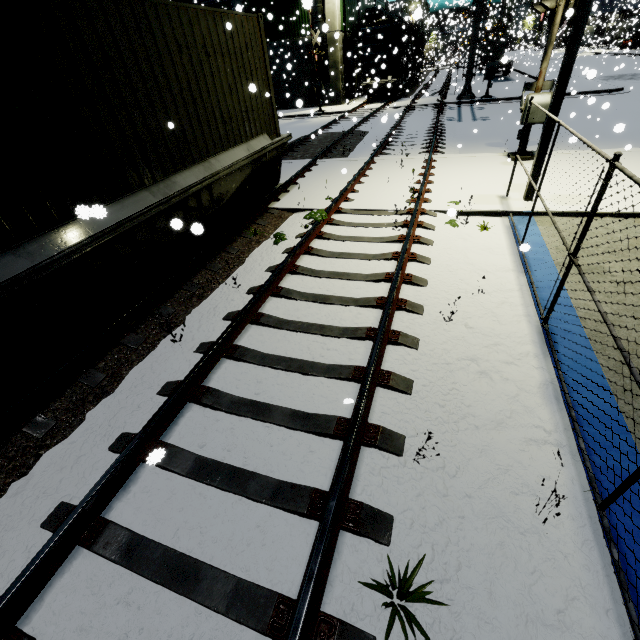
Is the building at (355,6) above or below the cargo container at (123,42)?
above

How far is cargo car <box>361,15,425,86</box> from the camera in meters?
24.2

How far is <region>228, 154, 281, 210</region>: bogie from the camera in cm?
812

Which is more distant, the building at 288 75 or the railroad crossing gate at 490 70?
the building at 288 75

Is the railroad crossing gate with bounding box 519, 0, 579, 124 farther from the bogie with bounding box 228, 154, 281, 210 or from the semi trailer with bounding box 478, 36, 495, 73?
the semi trailer with bounding box 478, 36, 495, 73

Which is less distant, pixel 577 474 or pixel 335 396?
pixel 577 474

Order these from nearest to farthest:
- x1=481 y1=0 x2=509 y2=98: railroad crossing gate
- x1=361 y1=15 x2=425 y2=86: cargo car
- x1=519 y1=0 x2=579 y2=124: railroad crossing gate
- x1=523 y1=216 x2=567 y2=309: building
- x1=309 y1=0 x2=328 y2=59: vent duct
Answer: x1=523 y1=216 x2=567 y2=309: building
x1=519 y1=0 x2=579 y2=124: railroad crossing gate
x1=309 y1=0 x2=328 y2=59: vent duct
x1=481 y1=0 x2=509 y2=98: railroad crossing gate
x1=361 y1=15 x2=425 y2=86: cargo car

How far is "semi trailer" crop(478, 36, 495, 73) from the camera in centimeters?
3960cm
